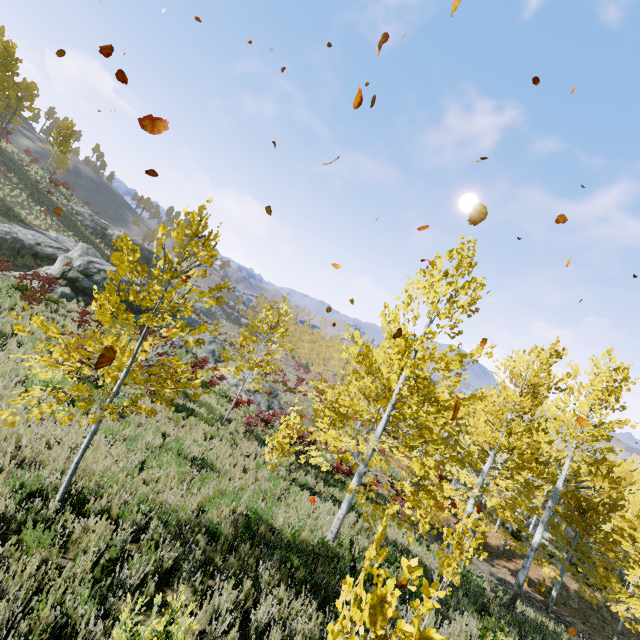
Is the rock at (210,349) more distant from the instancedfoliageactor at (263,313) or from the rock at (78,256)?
the instancedfoliageactor at (263,313)

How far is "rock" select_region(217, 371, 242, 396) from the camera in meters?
22.1 m

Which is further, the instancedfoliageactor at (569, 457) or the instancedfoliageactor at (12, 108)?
the instancedfoliageactor at (12, 108)

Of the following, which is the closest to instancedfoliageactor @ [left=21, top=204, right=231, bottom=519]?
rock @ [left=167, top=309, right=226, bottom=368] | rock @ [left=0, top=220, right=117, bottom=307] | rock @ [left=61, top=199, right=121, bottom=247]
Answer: rock @ [left=167, top=309, right=226, bottom=368]

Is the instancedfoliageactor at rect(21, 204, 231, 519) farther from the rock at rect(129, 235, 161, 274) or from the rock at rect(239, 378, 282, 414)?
the rock at rect(129, 235, 161, 274)

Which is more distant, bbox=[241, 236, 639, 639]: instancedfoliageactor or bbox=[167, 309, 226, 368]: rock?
bbox=[167, 309, 226, 368]: rock

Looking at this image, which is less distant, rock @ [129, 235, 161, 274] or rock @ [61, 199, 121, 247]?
rock @ [61, 199, 121, 247]

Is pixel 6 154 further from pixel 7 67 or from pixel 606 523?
pixel 606 523
